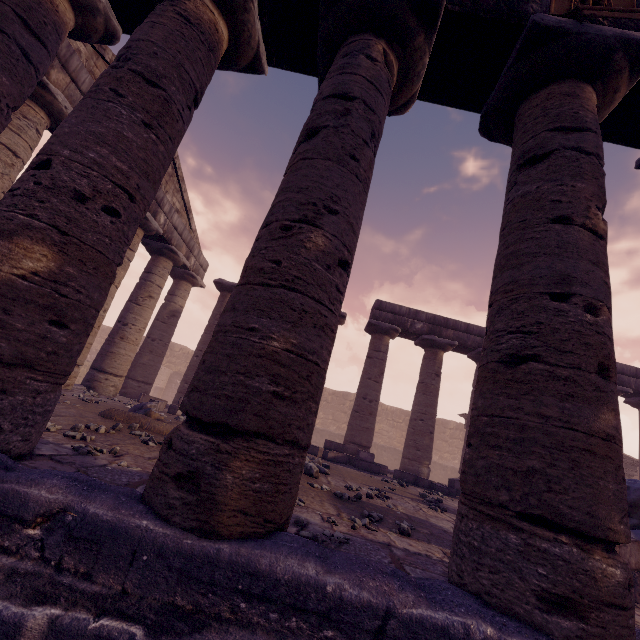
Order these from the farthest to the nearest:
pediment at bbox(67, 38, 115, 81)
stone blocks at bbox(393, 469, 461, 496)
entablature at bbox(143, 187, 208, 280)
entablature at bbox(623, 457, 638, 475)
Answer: entablature at bbox(623, 457, 638, 475) < entablature at bbox(143, 187, 208, 280) < stone blocks at bbox(393, 469, 461, 496) < pediment at bbox(67, 38, 115, 81)

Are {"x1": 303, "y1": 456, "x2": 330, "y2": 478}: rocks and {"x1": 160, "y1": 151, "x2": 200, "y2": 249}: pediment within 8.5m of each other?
no

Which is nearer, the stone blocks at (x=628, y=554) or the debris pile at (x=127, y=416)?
the stone blocks at (x=628, y=554)

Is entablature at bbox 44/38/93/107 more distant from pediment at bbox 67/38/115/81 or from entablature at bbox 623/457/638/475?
entablature at bbox 623/457/638/475

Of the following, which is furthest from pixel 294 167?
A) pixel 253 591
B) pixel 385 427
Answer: pixel 385 427

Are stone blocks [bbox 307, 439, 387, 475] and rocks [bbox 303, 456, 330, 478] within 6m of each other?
yes

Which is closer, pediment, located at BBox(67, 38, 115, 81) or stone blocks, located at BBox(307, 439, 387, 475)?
pediment, located at BBox(67, 38, 115, 81)

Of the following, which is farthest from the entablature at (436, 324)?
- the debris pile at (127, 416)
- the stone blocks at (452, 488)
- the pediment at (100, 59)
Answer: the debris pile at (127, 416)
